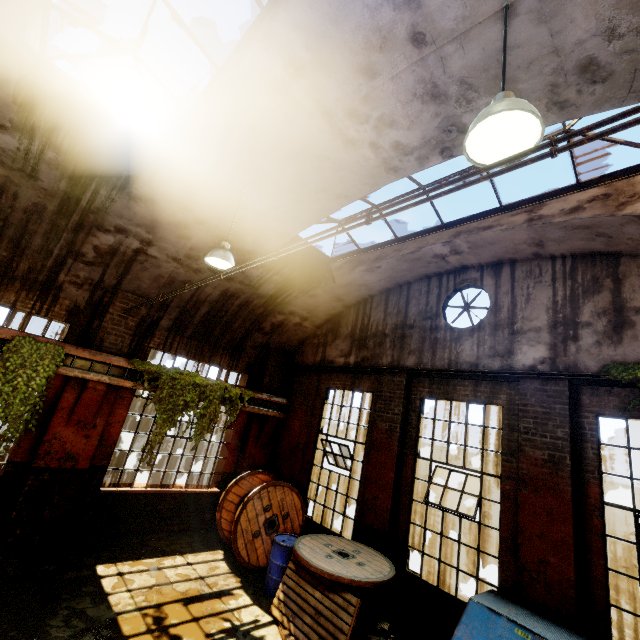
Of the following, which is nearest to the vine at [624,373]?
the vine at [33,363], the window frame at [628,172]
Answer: the window frame at [628,172]

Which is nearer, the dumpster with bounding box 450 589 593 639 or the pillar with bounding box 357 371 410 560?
the dumpster with bounding box 450 589 593 639

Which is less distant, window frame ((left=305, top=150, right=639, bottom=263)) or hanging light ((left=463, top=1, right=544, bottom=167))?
hanging light ((left=463, top=1, right=544, bottom=167))

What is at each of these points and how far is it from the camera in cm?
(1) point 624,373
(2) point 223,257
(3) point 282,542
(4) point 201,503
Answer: (1) vine, 501
(2) hanging light, 566
(3) barrel, 683
(4) building, 921

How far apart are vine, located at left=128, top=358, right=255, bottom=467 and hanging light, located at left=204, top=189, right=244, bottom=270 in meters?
3.5

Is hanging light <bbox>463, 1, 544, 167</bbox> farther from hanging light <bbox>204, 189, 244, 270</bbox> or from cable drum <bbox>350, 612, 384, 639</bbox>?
cable drum <bbox>350, 612, 384, 639</bbox>

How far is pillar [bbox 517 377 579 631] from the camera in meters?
4.8 m

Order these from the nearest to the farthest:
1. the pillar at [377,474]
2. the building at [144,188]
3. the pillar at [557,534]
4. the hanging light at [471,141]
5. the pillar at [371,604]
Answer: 1. the hanging light at [471,141]
2. the building at [144,188]
3. the pillar at [557,534]
4. the pillar at [371,604]
5. the pillar at [377,474]
